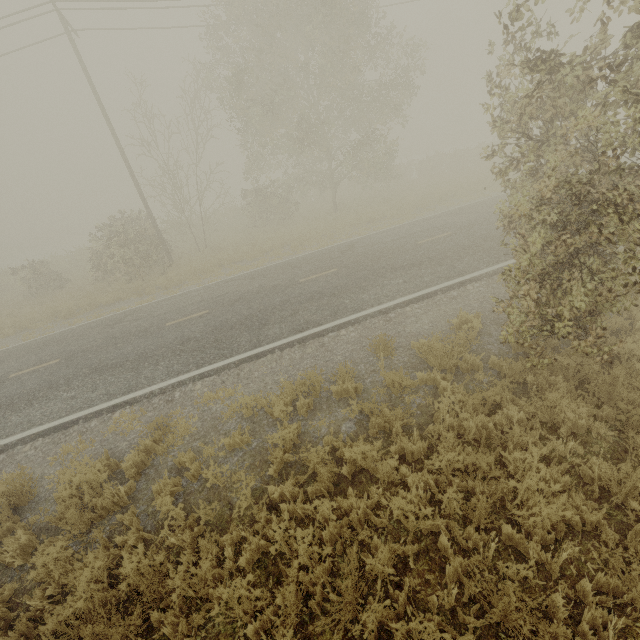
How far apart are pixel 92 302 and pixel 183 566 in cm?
1565
